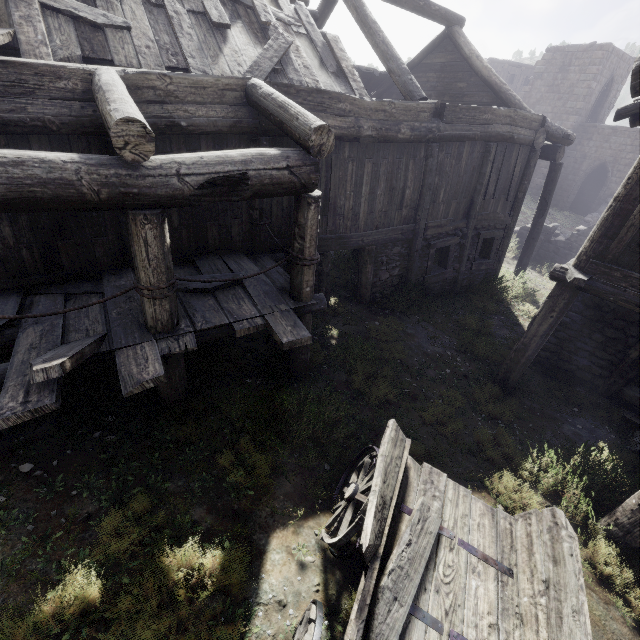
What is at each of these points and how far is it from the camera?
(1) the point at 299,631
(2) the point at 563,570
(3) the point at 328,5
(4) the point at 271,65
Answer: (1) cart, 2.80m
(2) cart, 2.97m
(3) building, 10.09m
(4) wooden plank rubble, 6.48m

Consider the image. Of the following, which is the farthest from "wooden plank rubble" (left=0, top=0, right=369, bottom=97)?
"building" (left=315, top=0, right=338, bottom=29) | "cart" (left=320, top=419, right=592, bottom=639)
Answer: "cart" (left=320, top=419, right=592, bottom=639)

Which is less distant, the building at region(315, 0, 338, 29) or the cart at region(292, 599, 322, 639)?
the cart at region(292, 599, 322, 639)

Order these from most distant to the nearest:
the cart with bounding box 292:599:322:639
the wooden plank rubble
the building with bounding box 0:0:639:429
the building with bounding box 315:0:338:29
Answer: the building with bounding box 315:0:338:29
the wooden plank rubble
the building with bounding box 0:0:639:429
the cart with bounding box 292:599:322:639

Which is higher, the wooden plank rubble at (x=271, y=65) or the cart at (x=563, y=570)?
the wooden plank rubble at (x=271, y=65)

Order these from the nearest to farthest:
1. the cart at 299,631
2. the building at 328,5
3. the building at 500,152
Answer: → the cart at 299,631 → the building at 500,152 → the building at 328,5

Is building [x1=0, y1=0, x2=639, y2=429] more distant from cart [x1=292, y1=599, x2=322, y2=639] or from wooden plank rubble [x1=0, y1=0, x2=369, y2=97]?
cart [x1=292, y1=599, x2=322, y2=639]
